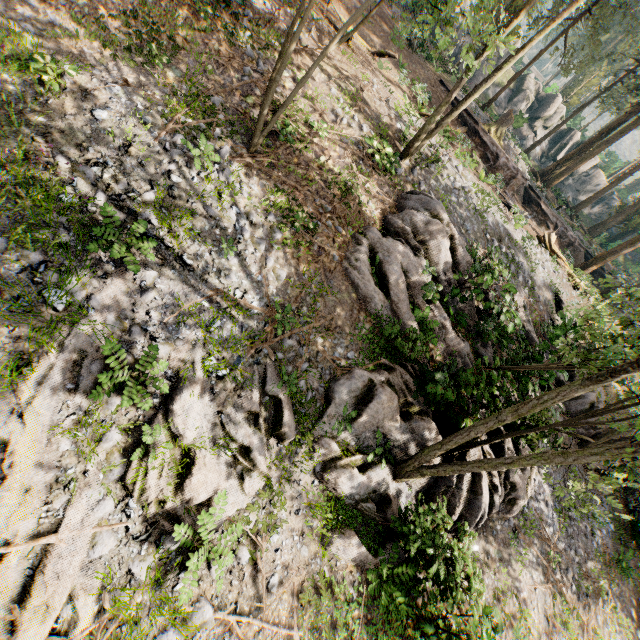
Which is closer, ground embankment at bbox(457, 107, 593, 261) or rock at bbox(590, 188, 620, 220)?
ground embankment at bbox(457, 107, 593, 261)

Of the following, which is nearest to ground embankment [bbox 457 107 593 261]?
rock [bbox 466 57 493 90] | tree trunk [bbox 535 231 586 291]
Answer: tree trunk [bbox 535 231 586 291]

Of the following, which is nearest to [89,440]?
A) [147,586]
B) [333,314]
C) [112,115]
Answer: [147,586]

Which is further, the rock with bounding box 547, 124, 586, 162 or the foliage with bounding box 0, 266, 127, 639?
the rock with bounding box 547, 124, 586, 162

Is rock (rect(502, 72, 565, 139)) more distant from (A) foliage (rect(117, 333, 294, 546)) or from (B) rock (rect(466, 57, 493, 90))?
(A) foliage (rect(117, 333, 294, 546))

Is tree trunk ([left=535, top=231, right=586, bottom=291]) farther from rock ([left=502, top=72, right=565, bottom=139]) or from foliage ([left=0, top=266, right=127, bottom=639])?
rock ([left=502, top=72, right=565, bottom=139])

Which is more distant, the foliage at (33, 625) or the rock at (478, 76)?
the rock at (478, 76)

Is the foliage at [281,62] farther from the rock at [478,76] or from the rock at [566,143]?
the rock at [566,143]
